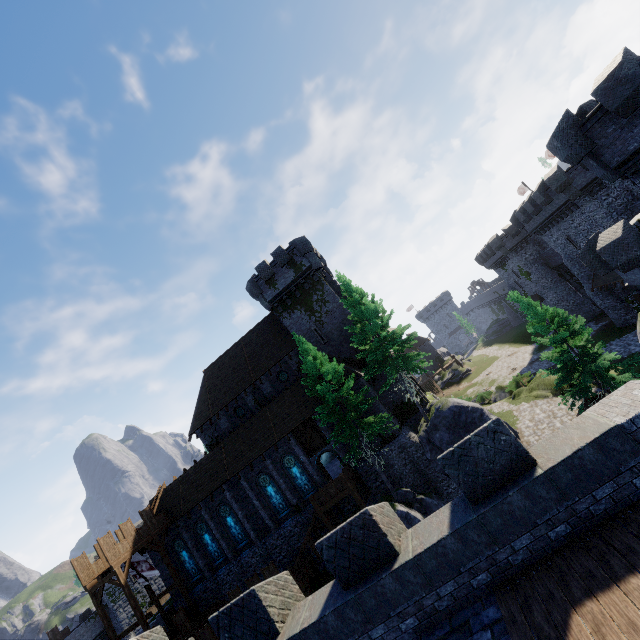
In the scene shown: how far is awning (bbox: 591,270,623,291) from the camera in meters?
31.3

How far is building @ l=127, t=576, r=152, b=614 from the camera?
49.00m

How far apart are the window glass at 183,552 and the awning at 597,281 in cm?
4787

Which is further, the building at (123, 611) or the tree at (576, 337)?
the building at (123, 611)

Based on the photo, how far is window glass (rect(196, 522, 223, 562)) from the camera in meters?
29.4

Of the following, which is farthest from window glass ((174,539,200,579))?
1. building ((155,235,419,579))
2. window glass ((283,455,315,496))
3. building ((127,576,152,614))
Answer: building ((127,576,152,614))

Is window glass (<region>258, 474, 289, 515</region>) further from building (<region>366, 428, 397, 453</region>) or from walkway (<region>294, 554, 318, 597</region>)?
walkway (<region>294, 554, 318, 597</region>)

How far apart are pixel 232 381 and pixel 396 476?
18.55m
